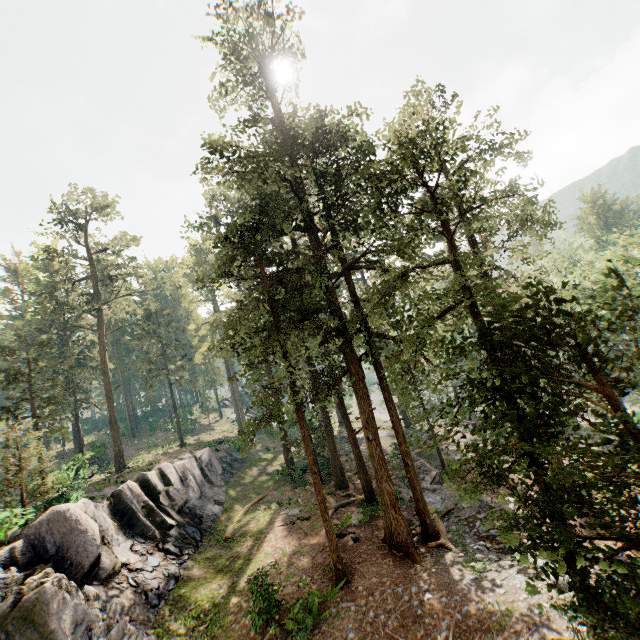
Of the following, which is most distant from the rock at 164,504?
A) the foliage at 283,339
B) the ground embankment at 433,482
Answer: the ground embankment at 433,482

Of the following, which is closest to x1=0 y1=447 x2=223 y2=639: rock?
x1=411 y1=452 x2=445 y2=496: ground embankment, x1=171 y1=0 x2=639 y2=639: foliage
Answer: x1=171 y1=0 x2=639 y2=639: foliage

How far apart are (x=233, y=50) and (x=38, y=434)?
26.7m

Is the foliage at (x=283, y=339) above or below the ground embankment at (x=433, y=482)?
above

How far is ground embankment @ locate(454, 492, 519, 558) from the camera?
15.33m

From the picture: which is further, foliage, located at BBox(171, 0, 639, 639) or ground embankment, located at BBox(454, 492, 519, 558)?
ground embankment, located at BBox(454, 492, 519, 558)
